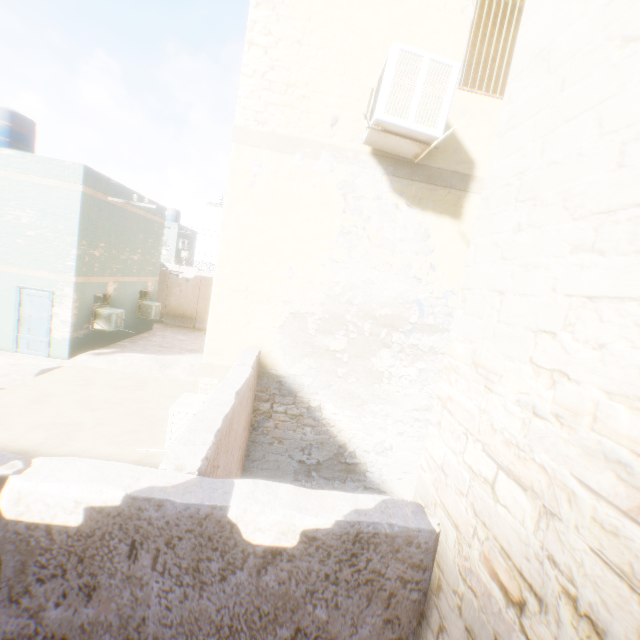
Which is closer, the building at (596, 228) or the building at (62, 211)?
the building at (596, 228)

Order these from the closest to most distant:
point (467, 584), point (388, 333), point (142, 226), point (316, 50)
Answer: point (467, 584)
point (316, 50)
point (388, 333)
point (142, 226)

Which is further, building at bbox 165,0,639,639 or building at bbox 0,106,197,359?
building at bbox 0,106,197,359
